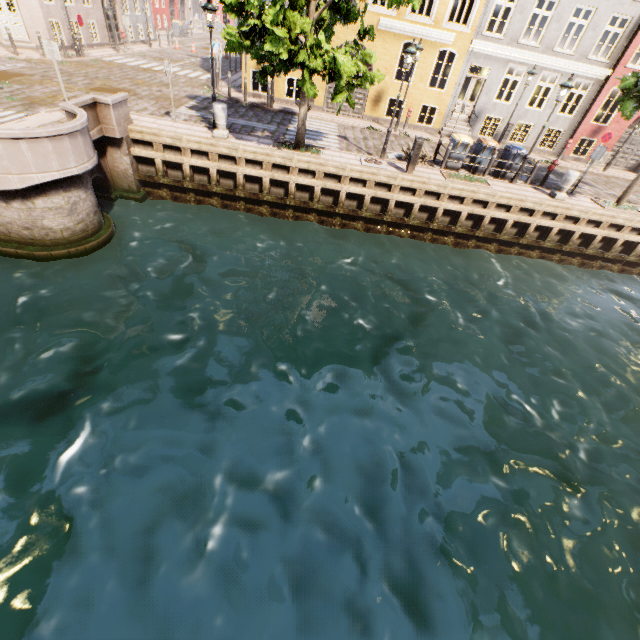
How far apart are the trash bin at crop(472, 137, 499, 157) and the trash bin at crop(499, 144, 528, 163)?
0.3 meters

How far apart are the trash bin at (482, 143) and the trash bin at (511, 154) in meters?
0.3

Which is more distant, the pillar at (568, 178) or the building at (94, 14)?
the building at (94, 14)

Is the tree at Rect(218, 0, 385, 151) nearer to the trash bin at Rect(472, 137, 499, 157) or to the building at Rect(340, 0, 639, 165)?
the trash bin at Rect(472, 137, 499, 157)

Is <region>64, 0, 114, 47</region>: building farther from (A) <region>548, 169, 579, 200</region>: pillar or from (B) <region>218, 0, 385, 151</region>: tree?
(A) <region>548, 169, 579, 200</region>: pillar

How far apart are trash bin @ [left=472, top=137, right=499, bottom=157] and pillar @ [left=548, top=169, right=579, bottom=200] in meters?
2.7

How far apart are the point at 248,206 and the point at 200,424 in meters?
9.5 m

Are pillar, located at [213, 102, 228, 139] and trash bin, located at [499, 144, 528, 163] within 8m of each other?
no
